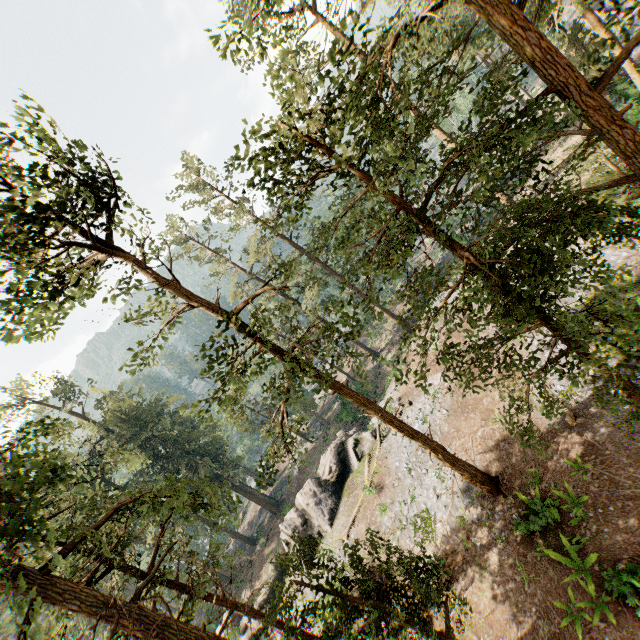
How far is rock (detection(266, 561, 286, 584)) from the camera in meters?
27.8

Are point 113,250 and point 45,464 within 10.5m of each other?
no

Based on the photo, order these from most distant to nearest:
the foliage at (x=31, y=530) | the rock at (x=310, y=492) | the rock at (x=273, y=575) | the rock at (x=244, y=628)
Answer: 1. the rock at (x=273, y=575)
2. the rock at (x=310, y=492)
3. the rock at (x=244, y=628)
4. the foliage at (x=31, y=530)

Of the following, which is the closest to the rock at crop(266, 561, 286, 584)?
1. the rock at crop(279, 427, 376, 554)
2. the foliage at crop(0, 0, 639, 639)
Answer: the rock at crop(279, 427, 376, 554)

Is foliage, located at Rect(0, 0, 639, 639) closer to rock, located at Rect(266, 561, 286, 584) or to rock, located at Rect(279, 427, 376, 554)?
rock, located at Rect(279, 427, 376, 554)

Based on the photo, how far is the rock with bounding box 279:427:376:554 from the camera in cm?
2577

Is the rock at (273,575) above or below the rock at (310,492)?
below
